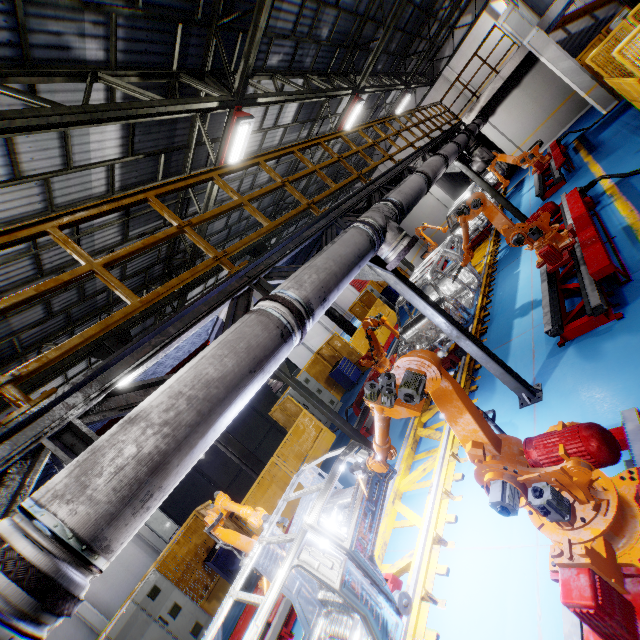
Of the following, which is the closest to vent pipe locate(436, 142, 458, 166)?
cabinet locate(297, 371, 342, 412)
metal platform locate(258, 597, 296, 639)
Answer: metal platform locate(258, 597, 296, 639)

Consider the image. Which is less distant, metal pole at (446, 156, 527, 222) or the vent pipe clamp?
the vent pipe clamp

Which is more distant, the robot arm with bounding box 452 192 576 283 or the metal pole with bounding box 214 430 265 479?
the metal pole with bounding box 214 430 265 479

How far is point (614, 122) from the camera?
10.7m

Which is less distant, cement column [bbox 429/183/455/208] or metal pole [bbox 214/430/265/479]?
metal pole [bbox 214/430/265/479]

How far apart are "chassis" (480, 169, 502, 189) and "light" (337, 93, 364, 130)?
9.2m

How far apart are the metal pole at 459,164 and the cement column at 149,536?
25.0 meters

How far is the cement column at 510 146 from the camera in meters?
17.1
